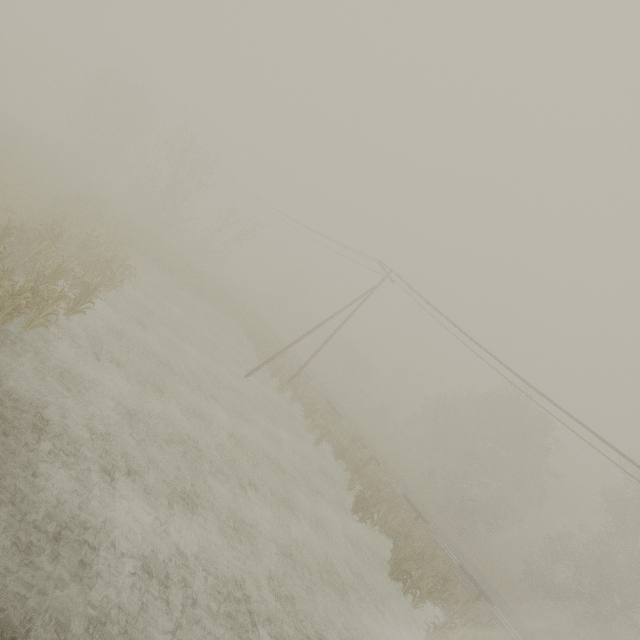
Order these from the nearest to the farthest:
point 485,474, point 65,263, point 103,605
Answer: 1. point 103,605
2. point 65,263
3. point 485,474
